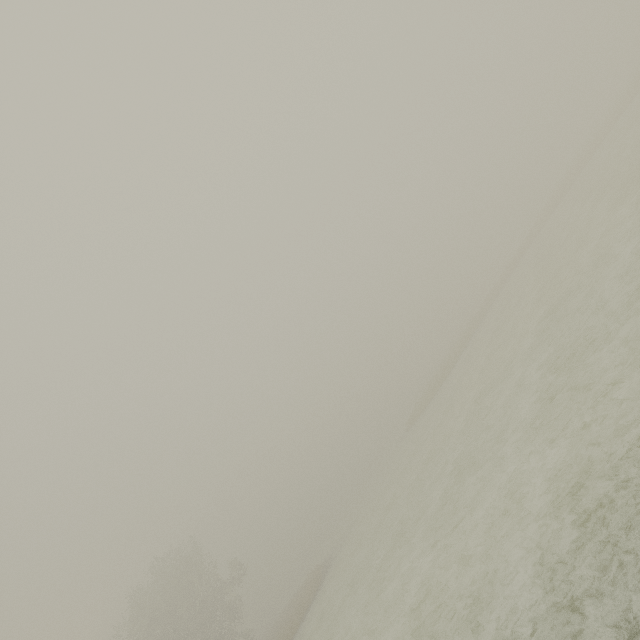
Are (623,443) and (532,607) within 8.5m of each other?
yes
